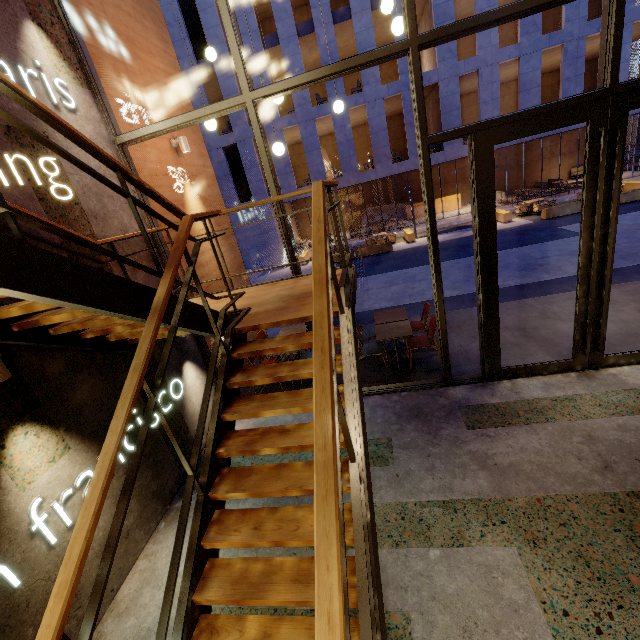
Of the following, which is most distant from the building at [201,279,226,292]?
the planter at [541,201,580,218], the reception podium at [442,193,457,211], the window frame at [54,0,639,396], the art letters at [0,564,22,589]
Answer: the reception podium at [442,193,457,211]

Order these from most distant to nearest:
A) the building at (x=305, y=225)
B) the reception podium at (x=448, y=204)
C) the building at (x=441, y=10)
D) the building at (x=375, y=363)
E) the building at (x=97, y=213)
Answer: the reception podium at (x=448, y=204) → the building at (x=305, y=225) → the building at (x=441, y=10) → the building at (x=375, y=363) → the building at (x=97, y=213)

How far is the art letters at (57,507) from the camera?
2.9m

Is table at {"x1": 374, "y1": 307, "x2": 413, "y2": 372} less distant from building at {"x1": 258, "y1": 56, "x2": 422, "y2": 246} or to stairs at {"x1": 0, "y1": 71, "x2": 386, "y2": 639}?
stairs at {"x1": 0, "y1": 71, "x2": 386, "y2": 639}

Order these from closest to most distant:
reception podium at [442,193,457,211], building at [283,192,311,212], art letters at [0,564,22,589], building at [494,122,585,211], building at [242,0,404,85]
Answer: art letters at [0,564,22,589] → building at [242,0,404,85] → building at [494,122,585,211] → building at [283,192,311,212] → reception podium at [442,193,457,211]

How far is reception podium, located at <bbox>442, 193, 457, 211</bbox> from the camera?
24.05m

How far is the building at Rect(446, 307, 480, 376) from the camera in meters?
5.5

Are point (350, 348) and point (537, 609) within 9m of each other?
yes
